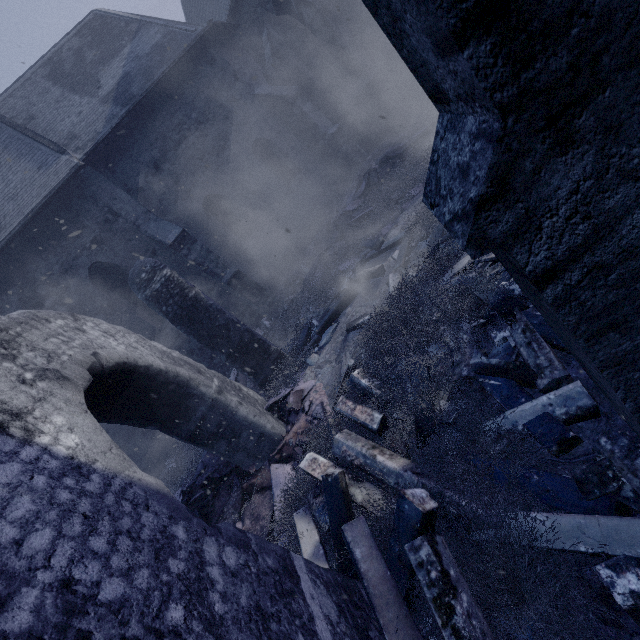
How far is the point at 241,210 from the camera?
11.62m

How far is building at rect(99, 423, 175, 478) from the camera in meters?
10.0

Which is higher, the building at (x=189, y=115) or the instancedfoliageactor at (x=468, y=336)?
the building at (x=189, y=115)

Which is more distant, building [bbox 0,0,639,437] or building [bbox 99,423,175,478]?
building [bbox 99,423,175,478]

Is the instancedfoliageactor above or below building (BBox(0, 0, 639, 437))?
below

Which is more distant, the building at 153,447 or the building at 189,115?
the building at 153,447

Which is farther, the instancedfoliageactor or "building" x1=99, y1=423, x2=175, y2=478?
"building" x1=99, y1=423, x2=175, y2=478
